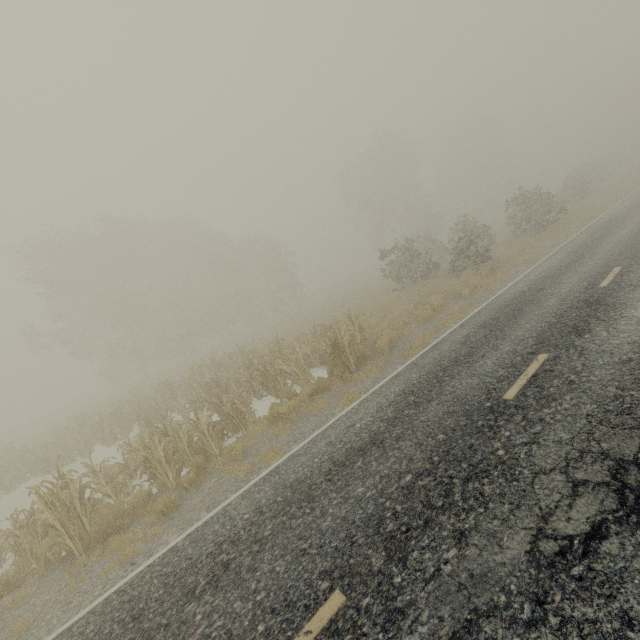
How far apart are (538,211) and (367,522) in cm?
2579
